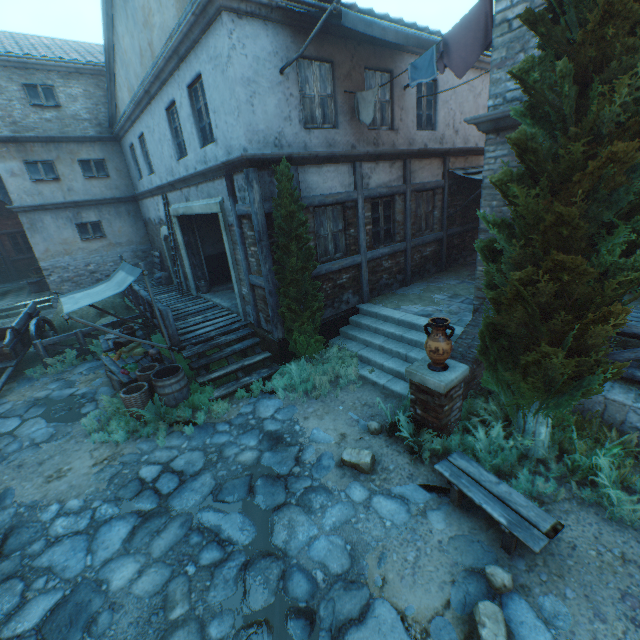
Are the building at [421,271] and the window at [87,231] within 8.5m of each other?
no

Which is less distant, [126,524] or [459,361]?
[126,524]

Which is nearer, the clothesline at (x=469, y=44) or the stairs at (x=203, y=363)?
the clothesline at (x=469, y=44)

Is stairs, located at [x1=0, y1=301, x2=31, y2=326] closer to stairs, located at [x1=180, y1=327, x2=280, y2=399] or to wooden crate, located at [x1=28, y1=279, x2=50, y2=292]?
wooden crate, located at [x1=28, y1=279, x2=50, y2=292]

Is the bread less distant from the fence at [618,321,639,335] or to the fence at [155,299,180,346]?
the fence at [155,299,180,346]

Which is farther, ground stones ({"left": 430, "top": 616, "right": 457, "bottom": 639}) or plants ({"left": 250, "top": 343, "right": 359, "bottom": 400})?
plants ({"left": 250, "top": 343, "right": 359, "bottom": 400})

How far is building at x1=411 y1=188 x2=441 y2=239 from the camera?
10.0 meters

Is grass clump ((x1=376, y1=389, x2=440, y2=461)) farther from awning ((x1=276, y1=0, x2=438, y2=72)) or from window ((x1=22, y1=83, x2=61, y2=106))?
window ((x1=22, y1=83, x2=61, y2=106))
